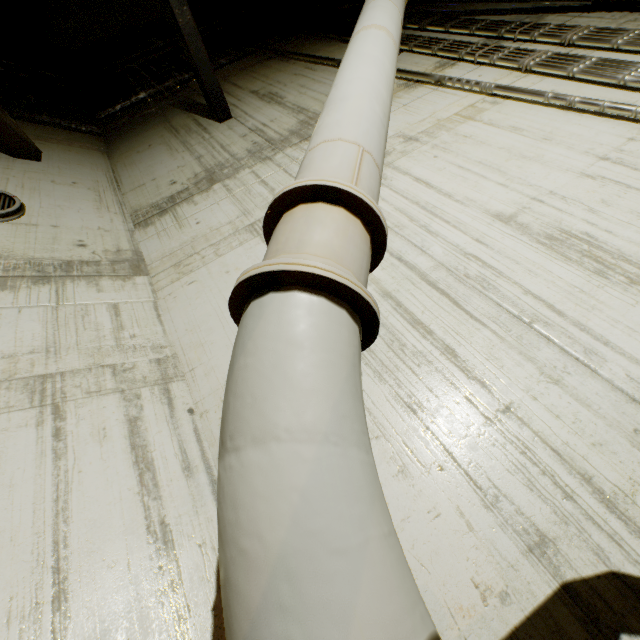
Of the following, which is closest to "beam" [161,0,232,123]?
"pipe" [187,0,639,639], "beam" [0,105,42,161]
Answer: "pipe" [187,0,639,639]

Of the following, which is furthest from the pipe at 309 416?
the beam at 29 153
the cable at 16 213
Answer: the cable at 16 213

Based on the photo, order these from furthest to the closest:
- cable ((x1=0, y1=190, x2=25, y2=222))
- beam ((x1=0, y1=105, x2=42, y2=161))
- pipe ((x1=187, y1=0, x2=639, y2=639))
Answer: beam ((x1=0, y1=105, x2=42, y2=161))
cable ((x1=0, y1=190, x2=25, y2=222))
pipe ((x1=187, y1=0, x2=639, y2=639))

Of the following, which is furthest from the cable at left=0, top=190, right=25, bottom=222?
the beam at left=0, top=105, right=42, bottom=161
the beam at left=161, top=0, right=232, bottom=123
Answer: the beam at left=161, top=0, right=232, bottom=123

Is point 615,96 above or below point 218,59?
below

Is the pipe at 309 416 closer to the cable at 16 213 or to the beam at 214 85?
the beam at 214 85

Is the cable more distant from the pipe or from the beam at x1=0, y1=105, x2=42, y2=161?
the pipe
